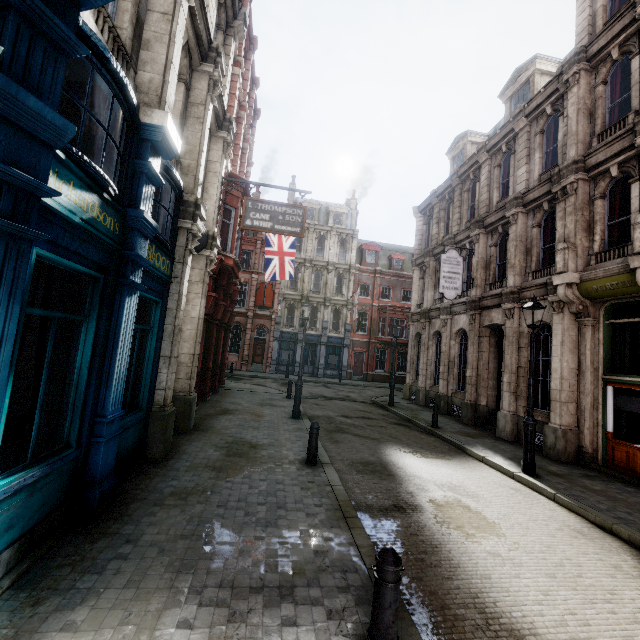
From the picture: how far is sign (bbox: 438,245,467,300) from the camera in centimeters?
1553cm

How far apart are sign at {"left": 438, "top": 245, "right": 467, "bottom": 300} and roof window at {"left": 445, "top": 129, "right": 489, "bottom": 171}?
6.2 meters

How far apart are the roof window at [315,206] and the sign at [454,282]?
22.6m

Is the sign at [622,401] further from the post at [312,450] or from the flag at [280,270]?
the flag at [280,270]

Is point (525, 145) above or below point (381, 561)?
above

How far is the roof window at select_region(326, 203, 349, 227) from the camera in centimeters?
3659cm

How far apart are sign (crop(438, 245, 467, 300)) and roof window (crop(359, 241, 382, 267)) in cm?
2092

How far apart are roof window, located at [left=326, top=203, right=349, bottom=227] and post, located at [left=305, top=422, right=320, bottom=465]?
31.3m
